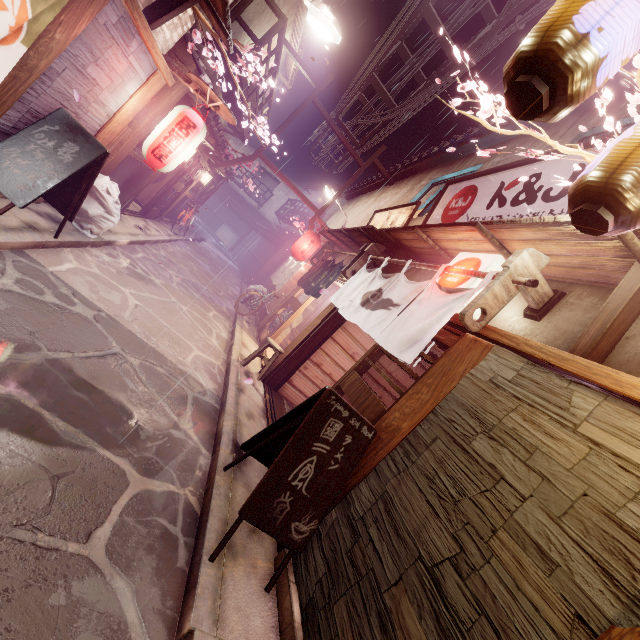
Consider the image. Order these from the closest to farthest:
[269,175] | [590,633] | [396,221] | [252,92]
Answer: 1. [590,633]
2. [396,221]
3. [252,92]
4. [269,175]

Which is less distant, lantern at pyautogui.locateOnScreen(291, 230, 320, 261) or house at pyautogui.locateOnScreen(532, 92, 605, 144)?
house at pyautogui.locateOnScreen(532, 92, 605, 144)

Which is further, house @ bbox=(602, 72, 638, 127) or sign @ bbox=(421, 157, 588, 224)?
house @ bbox=(602, 72, 638, 127)

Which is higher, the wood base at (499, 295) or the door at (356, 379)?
the wood base at (499, 295)

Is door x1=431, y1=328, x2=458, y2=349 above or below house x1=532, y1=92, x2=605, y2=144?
below

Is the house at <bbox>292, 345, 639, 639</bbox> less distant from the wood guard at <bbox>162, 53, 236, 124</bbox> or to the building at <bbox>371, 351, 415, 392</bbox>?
the building at <bbox>371, 351, 415, 392</bbox>

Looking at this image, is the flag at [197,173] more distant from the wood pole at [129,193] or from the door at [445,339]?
the door at [445,339]

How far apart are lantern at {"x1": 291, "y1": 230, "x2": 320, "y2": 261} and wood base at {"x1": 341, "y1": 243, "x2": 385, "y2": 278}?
8.4m
